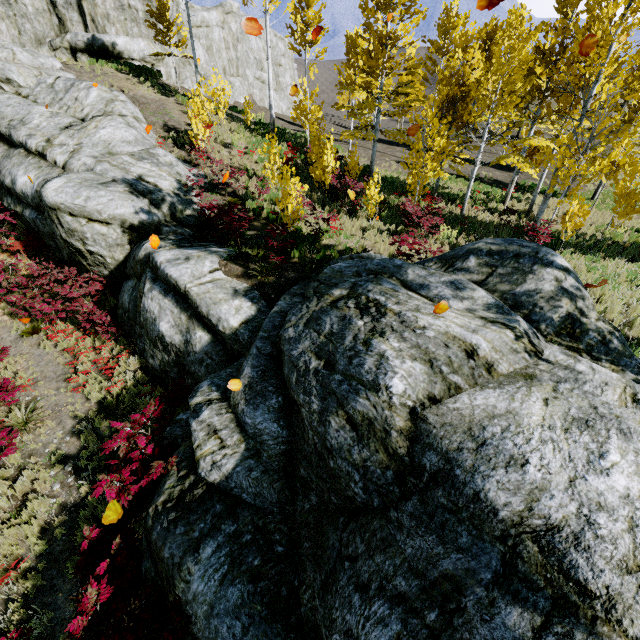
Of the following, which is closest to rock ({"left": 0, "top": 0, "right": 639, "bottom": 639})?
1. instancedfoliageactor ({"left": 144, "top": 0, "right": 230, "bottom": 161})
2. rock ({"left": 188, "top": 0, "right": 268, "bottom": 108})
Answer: instancedfoliageactor ({"left": 144, "top": 0, "right": 230, "bottom": 161})

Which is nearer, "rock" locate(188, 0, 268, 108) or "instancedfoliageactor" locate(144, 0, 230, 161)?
"instancedfoliageactor" locate(144, 0, 230, 161)

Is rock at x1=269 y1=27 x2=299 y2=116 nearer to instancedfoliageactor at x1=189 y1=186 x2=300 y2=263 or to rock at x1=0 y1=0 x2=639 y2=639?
instancedfoliageactor at x1=189 y1=186 x2=300 y2=263

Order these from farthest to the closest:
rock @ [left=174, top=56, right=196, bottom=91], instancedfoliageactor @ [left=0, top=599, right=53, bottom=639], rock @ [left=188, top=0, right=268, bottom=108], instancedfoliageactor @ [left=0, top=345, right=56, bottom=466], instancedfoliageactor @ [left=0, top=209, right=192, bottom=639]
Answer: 1. rock @ [left=188, top=0, right=268, bottom=108]
2. rock @ [left=174, top=56, right=196, bottom=91]
3. instancedfoliageactor @ [left=0, top=345, right=56, bottom=466]
4. instancedfoliageactor @ [left=0, top=599, right=53, bottom=639]
5. instancedfoliageactor @ [left=0, top=209, right=192, bottom=639]

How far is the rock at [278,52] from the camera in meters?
40.2

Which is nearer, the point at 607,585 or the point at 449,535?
the point at 607,585

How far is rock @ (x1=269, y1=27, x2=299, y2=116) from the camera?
40.2 meters
